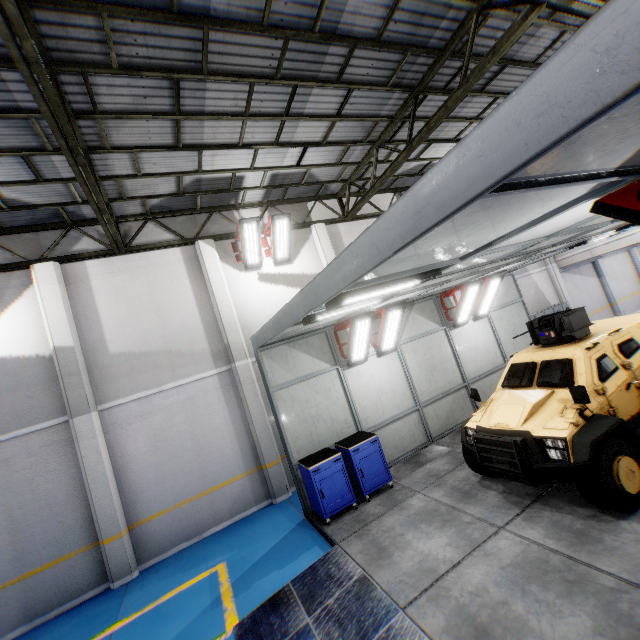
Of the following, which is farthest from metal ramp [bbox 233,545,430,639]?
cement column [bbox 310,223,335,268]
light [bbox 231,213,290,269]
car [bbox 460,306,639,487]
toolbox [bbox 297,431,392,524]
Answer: light [bbox 231,213,290,269]

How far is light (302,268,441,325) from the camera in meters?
3.9

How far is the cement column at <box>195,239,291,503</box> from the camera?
9.12m

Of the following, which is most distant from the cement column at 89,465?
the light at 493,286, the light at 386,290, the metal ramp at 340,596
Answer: the light at 493,286

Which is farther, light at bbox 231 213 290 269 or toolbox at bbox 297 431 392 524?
light at bbox 231 213 290 269

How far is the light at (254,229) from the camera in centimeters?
959cm

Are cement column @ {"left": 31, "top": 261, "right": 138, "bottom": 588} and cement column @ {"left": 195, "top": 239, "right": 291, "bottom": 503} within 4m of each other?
yes

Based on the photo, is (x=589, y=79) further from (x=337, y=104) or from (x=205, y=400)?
(x=205, y=400)
